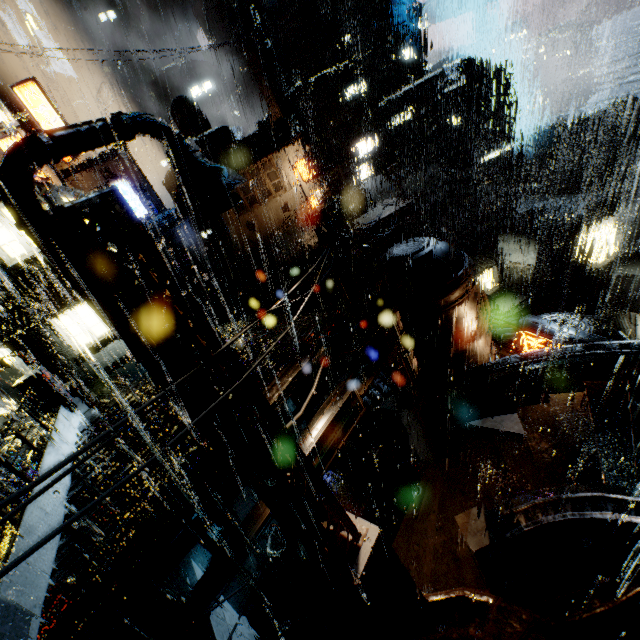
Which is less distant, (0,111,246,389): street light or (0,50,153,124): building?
(0,111,246,389): street light

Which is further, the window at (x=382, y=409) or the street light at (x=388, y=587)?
the window at (x=382, y=409)

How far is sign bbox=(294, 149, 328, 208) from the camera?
22.62m

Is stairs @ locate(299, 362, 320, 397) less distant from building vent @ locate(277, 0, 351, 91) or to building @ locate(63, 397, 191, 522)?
building @ locate(63, 397, 191, 522)

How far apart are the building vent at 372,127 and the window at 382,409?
37.47m

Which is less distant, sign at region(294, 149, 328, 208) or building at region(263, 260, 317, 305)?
sign at region(294, 149, 328, 208)

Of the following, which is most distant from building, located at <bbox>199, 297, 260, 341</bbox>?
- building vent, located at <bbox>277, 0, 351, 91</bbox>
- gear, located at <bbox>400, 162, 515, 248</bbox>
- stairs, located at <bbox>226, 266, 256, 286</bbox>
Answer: gear, located at <bbox>400, 162, 515, 248</bbox>

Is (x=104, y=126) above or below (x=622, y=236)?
above
